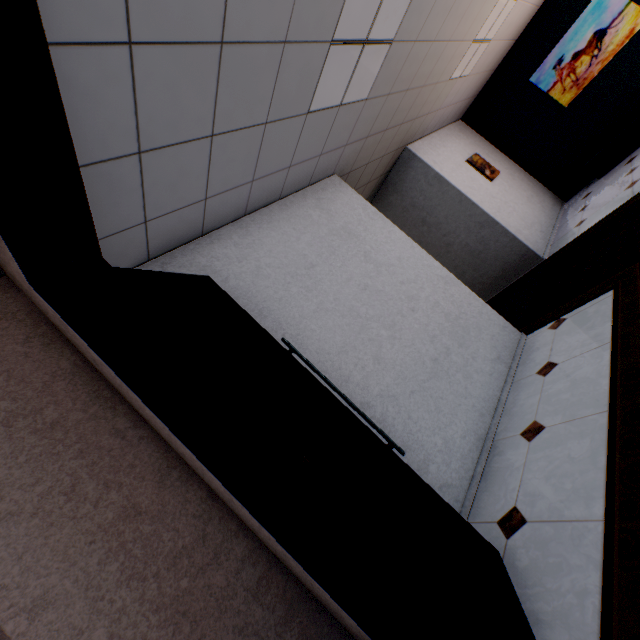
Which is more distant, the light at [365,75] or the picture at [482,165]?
the picture at [482,165]

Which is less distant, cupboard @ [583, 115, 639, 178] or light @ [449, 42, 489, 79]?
light @ [449, 42, 489, 79]

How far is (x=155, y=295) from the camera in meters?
1.4 m

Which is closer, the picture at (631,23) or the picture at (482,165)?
the picture at (631,23)

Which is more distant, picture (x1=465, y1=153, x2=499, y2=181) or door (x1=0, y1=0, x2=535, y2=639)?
picture (x1=465, y1=153, x2=499, y2=181)

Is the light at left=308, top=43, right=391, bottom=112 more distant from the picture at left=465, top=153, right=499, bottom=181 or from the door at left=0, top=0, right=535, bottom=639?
the picture at left=465, top=153, right=499, bottom=181

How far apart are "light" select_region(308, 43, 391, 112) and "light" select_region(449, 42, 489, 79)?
2.51m

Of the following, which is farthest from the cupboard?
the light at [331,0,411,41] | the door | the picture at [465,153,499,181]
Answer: the door
